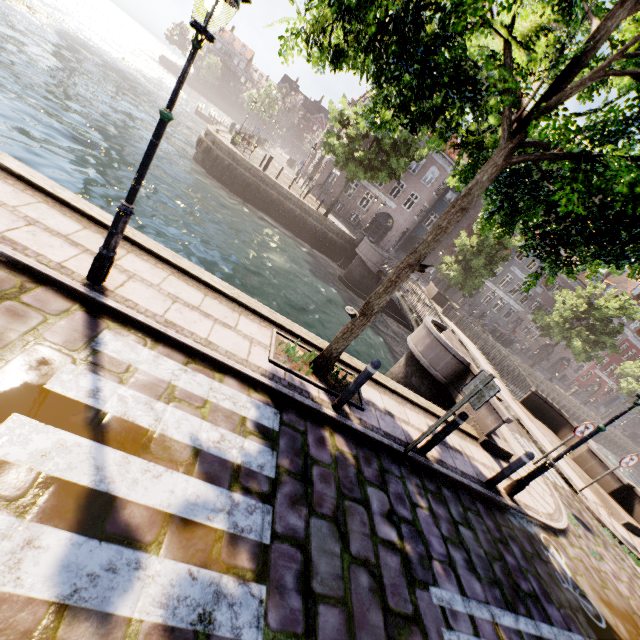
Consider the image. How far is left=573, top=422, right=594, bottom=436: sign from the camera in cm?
865

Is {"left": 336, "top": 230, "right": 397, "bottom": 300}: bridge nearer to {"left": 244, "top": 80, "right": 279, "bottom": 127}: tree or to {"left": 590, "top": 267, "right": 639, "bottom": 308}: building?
{"left": 244, "top": 80, "right": 279, "bottom": 127}: tree

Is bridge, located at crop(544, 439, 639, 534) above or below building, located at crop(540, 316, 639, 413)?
below

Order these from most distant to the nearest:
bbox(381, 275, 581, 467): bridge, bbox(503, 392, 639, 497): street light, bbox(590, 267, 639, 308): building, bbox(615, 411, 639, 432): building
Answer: bbox(615, 411, 639, 432): building
bbox(590, 267, 639, 308): building
bbox(381, 275, 581, 467): bridge
bbox(503, 392, 639, 497): street light

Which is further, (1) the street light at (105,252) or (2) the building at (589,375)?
(2) the building at (589,375)

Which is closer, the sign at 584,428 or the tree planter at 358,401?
the tree planter at 358,401

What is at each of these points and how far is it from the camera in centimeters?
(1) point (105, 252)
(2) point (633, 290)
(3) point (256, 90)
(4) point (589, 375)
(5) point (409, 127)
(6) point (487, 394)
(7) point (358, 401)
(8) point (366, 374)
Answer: (1) street light, 393cm
(2) building, 4134cm
(3) tree, 4788cm
(4) building, 4700cm
(5) tree, 669cm
(6) sign, 475cm
(7) tree planter, 591cm
(8) bollard, 493cm

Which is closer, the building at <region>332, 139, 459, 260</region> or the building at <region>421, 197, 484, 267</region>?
the building at <region>332, 139, 459, 260</region>
